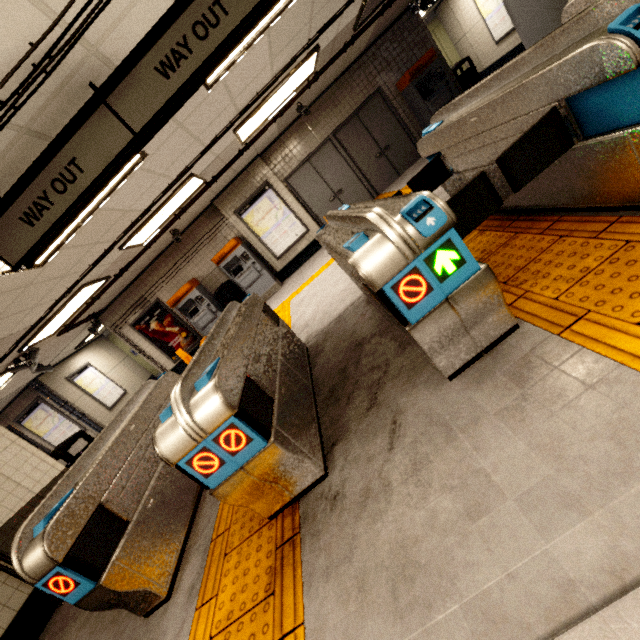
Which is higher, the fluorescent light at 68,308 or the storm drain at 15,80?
the storm drain at 15,80

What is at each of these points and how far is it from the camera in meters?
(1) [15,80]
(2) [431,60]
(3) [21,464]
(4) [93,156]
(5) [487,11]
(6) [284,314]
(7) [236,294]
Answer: (1) storm drain, 1.9 m
(2) ticket machine, 7.9 m
(3) building, 4.1 m
(4) sign, 2.5 m
(5) sign, 9.8 m
(6) groundtactileadastrip, 6.4 m
(7) trash can, 9.1 m

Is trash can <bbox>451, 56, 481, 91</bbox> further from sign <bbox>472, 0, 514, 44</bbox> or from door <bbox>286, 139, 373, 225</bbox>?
door <bbox>286, 139, 373, 225</bbox>

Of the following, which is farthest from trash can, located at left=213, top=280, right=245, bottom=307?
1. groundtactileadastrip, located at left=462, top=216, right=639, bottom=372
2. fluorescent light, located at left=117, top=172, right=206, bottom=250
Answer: fluorescent light, located at left=117, top=172, right=206, bottom=250

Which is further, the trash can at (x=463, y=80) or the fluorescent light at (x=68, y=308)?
the trash can at (x=463, y=80)

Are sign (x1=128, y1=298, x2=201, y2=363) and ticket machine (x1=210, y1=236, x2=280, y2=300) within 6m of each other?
yes

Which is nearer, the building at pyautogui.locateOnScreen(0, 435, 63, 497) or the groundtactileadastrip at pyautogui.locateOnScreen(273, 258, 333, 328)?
the building at pyautogui.locateOnScreen(0, 435, 63, 497)

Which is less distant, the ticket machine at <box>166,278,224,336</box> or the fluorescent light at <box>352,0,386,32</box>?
the fluorescent light at <box>352,0,386,32</box>
